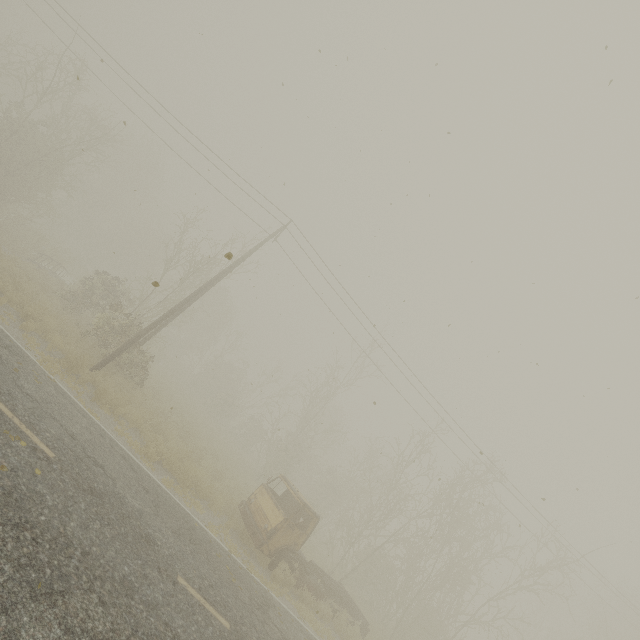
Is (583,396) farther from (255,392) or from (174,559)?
(255,392)
